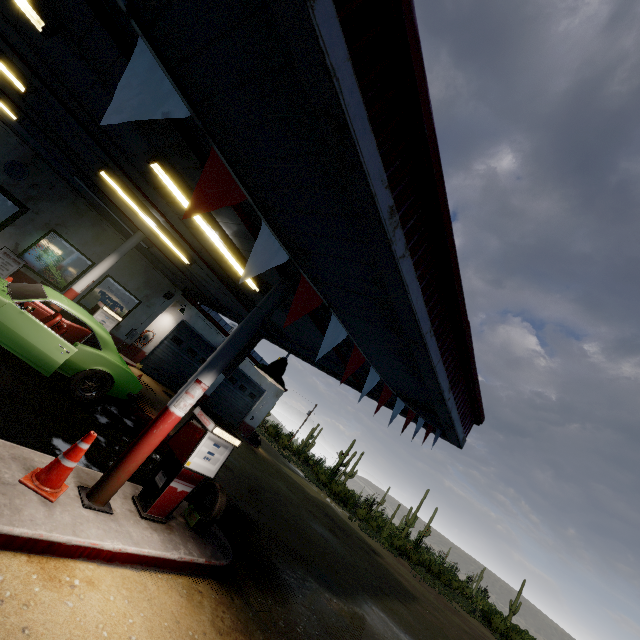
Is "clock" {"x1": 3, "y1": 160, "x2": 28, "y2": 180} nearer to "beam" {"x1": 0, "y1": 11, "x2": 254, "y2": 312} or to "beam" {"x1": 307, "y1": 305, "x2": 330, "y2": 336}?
"beam" {"x1": 0, "y1": 11, "x2": 254, "y2": 312}

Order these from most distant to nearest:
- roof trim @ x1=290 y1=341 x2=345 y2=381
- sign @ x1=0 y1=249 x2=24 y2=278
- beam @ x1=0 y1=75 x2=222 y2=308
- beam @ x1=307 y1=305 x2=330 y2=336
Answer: sign @ x1=0 y1=249 x2=24 y2=278 < roof trim @ x1=290 y1=341 x2=345 y2=381 < beam @ x1=0 y1=75 x2=222 y2=308 < beam @ x1=307 y1=305 x2=330 y2=336

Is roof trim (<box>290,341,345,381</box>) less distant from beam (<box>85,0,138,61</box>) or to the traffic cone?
beam (<box>85,0,138,61</box>)

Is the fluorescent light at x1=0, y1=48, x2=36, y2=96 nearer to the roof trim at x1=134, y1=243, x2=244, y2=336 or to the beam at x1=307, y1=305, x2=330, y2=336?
the roof trim at x1=134, y1=243, x2=244, y2=336

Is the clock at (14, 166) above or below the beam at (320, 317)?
below

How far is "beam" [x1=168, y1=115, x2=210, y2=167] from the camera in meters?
3.5 m

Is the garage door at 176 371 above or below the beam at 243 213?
below

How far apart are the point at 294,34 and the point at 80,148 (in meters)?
8.55
